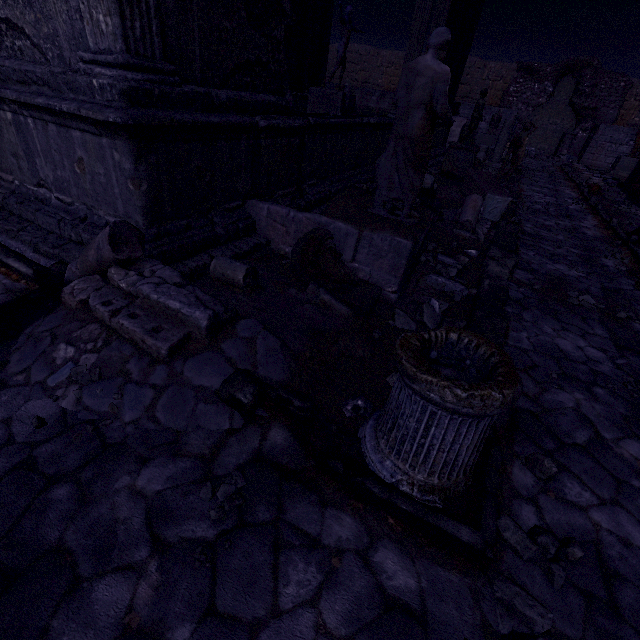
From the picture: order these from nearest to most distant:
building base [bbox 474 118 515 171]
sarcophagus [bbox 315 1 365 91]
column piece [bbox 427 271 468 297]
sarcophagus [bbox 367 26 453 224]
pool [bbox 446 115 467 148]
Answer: sarcophagus [bbox 367 26 453 224], column piece [bbox 427 271 468 297], sarcophagus [bbox 315 1 365 91], building base [bbox 474 118 515 171], pool [bbox 446 115 467 148]

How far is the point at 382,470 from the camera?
2.0m

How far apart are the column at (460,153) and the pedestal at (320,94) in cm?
353

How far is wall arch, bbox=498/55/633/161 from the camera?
21.02m

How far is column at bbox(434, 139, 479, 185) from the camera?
9.5 meters

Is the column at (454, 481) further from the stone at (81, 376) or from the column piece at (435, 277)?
the stone at (81, 376)

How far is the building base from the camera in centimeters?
1397cm

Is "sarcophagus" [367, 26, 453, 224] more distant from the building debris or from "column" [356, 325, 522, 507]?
the building debris
